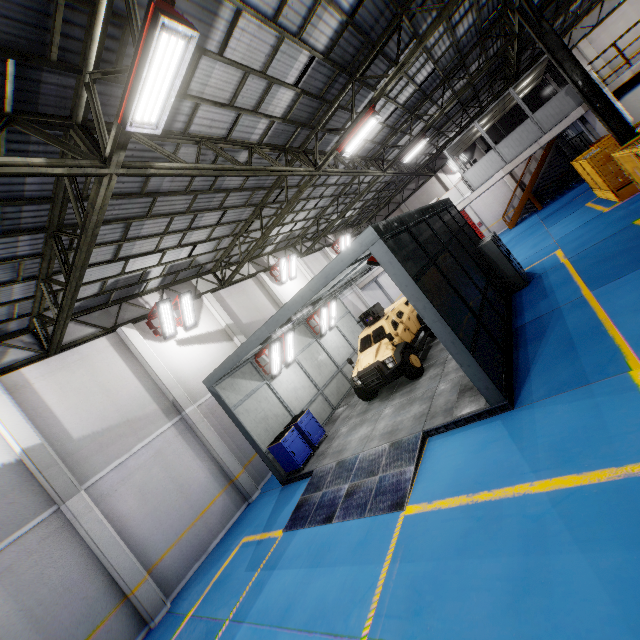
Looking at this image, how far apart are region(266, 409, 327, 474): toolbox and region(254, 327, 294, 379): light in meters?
2.1 m

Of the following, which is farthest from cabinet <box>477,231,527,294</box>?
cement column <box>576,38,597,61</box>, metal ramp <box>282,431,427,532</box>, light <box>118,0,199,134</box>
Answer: cement column <box>576,38,597,61</box>

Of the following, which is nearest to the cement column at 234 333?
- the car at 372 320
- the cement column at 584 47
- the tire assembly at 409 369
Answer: the car at 372 320

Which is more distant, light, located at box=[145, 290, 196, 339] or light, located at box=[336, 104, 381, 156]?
light, located at box=[145, 290, 196, 339]

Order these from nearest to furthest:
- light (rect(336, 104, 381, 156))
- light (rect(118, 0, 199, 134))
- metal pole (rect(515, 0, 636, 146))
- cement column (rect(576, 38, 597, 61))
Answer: light (rect(118, 0, 199, 134)) < light (rect(336, 104, 381, 156)) < metal pole (rect(515, 0, 636, 146)) < cement column (rect(576, 38, 597, 61))

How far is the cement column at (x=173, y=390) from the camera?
11.7 meters

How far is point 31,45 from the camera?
4.5 meters

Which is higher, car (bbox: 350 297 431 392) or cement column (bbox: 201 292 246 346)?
cement column (bbox: 201 292 246 346)
